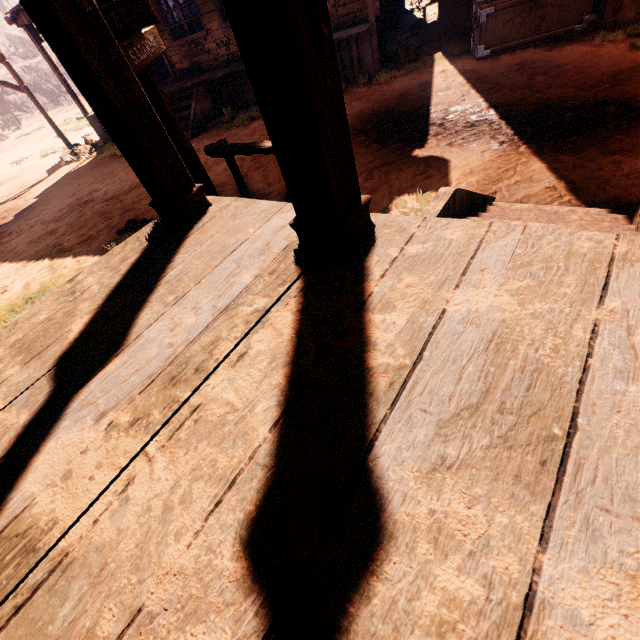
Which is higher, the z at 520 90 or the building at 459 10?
the building at 459 10

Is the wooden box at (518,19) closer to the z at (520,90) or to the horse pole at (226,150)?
the z at (520,90)

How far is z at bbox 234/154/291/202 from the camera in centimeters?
509cm

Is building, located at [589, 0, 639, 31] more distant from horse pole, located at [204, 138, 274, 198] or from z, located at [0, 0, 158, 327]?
horse pole, located at [204, 138, 274, 198]

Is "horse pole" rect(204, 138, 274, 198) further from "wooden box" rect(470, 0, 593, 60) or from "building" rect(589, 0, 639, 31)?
"wooden box" rect(470, 0, 593, 60)

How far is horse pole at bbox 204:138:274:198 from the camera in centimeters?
409cm

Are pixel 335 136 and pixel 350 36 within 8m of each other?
no

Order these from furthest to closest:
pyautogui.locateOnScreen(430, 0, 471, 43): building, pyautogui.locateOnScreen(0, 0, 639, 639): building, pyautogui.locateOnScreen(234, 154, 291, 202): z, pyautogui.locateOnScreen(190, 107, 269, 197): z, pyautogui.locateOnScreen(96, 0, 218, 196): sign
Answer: Result: pyautogui.locateOnScreen(430, 0, 471, 43): building → pyautogui.locateOnScreen(190, 107, 269, 197): z → pyautogui.locateOnScreen(234, 154, 291, 202): z → pyautogui.locateOnScreen(96, 0, 218, 196): sign → pyautogui.locateOnScreen(0, 0, 639, 639): building
